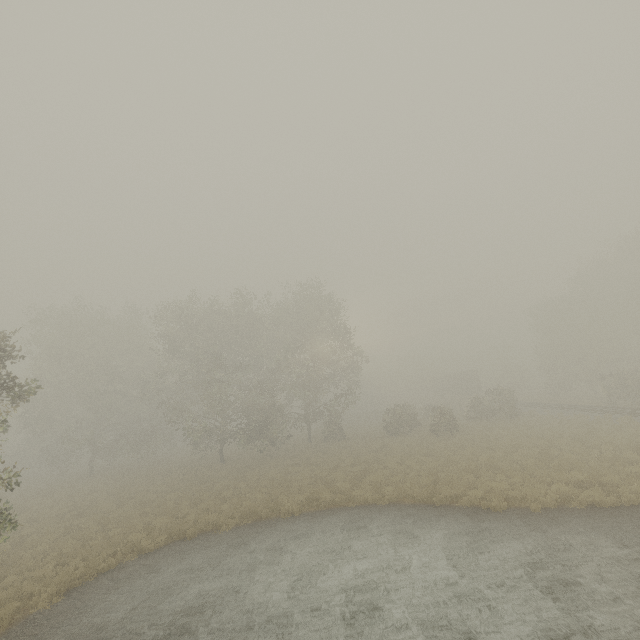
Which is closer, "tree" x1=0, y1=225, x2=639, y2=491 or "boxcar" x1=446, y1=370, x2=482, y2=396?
"tree" x1=0, y1=225, x2=639, y2=491

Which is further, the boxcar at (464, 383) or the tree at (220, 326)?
the boxcar at (464, 383)

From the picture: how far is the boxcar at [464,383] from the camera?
53.7 meters

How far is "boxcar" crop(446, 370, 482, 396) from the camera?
53.7m

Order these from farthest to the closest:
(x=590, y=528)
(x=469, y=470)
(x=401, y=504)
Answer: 1. (x=469, y=470)
2. (x=401, y=504)
3. (x=590, y=528)
